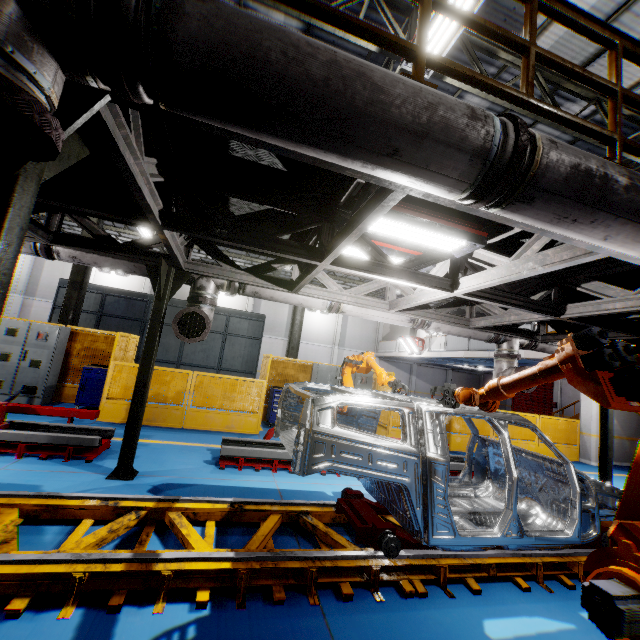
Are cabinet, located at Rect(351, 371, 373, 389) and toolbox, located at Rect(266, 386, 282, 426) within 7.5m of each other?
yes

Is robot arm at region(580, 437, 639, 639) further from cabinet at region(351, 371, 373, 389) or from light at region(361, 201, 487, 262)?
cabinet at region(351, 371, 373, 389)

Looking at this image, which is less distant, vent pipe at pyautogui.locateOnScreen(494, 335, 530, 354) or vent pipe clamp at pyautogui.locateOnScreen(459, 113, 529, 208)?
vent pipe clamp at pyautogui.locateOnScreen(459, 113, 529, 208)

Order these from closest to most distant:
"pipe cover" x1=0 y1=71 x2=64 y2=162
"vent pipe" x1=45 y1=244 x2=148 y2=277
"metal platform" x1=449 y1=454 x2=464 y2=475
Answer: "pipe cover" x1=0 y1=71 x2=64 y2=162 < "vent pipe" x1=45 y1=244 x2=148 y2=277 < "metal platform" x1=449 y1=454 x2=464 y2=475

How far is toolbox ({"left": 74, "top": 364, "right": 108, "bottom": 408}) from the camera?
8.7 meters

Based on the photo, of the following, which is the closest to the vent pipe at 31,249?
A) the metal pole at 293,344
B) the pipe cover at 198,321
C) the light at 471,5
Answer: the pipe cover at 198,321

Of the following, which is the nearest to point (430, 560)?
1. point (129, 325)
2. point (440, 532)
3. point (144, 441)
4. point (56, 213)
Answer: point (440, 532)

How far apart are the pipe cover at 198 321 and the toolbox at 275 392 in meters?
5.2 m
